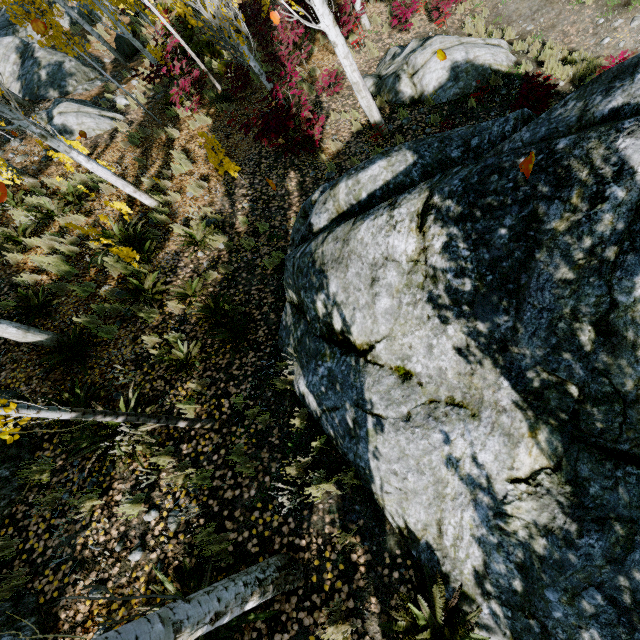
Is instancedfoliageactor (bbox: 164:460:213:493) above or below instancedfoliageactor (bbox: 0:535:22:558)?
below

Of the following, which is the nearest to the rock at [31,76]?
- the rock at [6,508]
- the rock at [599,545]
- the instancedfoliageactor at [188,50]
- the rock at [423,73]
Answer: the instancedfoliageactor at [188,50]

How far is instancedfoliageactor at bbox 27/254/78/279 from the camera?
6.8m

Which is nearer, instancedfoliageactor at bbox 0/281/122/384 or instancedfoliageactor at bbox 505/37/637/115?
instancedfoliageactor at bbox 0/281/122/384

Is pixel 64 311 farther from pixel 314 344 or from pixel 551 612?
pixel 551 612

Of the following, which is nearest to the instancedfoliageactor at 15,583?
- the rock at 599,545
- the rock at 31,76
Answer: the rock at 599,545
